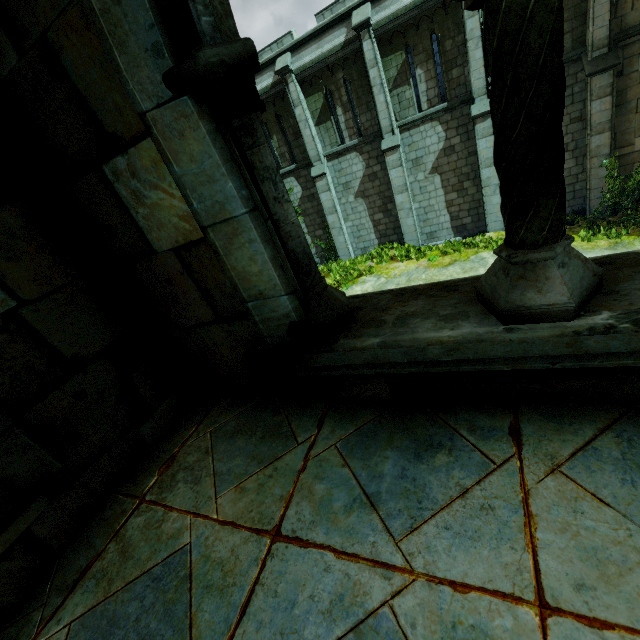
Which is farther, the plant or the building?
the plant

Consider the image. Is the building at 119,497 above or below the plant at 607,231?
above

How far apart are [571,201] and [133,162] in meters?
17.0 m

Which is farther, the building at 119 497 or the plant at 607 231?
the plant at 607 231

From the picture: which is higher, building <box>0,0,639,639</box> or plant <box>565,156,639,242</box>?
building <box>0,0,639,639</box>
